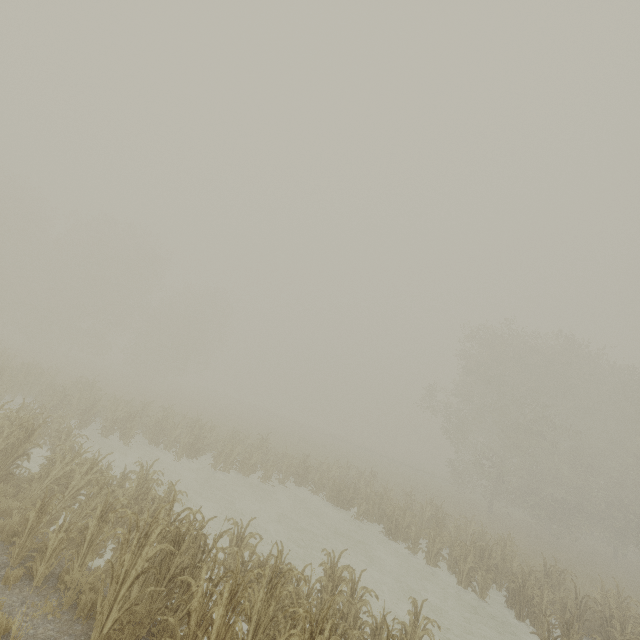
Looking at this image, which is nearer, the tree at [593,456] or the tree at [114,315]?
the tree at [593,456]

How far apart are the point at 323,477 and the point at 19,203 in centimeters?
4377cm

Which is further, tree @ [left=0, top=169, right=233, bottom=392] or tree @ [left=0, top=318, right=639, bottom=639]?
tree @ [left=0, top=169, right=233, bottom=392]
